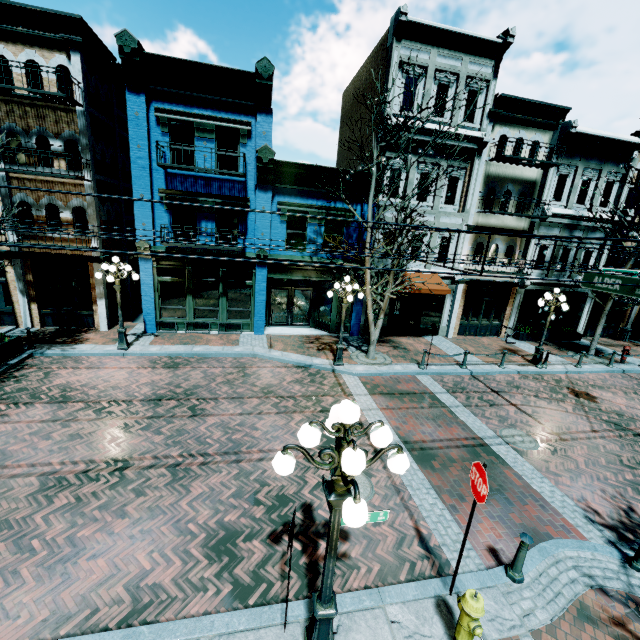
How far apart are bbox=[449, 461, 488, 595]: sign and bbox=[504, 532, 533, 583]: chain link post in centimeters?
117cm

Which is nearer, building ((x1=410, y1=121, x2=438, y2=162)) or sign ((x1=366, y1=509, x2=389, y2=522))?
sign ((x1=366, y1=509, x2=389, y2=522))

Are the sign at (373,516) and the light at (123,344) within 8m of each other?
no

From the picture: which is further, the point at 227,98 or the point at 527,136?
the point at 527,136

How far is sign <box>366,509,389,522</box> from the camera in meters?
3.8

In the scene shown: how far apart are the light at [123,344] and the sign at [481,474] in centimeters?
1276cm

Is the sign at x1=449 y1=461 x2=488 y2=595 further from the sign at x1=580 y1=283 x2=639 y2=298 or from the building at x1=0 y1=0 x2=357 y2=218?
the building at x1=0 y1=0 x2=357 y2=218

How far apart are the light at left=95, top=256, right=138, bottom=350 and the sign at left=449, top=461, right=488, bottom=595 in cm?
1276
